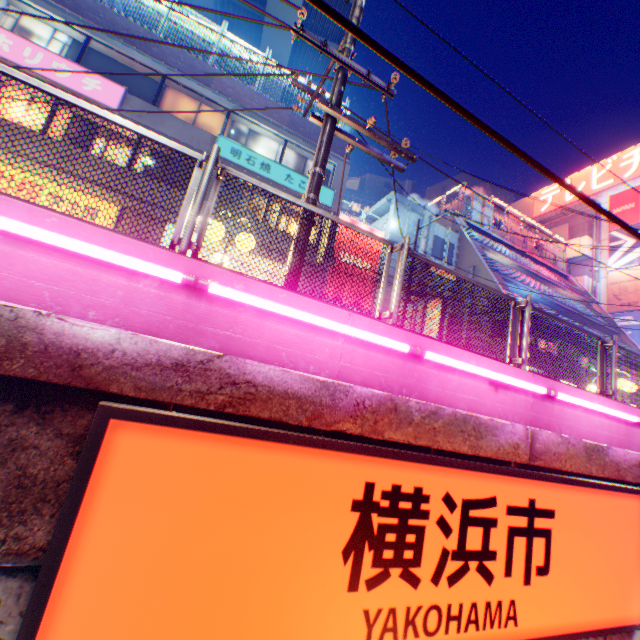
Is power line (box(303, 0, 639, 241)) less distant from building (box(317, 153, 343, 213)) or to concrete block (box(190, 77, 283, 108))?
building (box(317, 153, 343, 213))

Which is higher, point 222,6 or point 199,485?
point 222,6

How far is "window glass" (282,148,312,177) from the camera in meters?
15.8

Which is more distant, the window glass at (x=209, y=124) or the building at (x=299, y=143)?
the building at (x=299, y=143)

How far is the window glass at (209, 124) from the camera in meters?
14.0 m

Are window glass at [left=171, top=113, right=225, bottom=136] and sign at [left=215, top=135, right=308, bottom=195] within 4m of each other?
yes

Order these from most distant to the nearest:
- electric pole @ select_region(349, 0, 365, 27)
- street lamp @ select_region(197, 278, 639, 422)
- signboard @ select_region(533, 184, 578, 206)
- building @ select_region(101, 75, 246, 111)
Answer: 1. signboard @ select_region(533, 184, 578, 206)
2. building @ select_region(101, 75, 246, 111)
3. electric pole @ select_region(349, 0, 365, 27)
4. street lamp @ select_region(197, 278, 639, 422)

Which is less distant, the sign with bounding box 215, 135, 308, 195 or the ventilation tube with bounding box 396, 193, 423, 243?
the sign with bounding box 215, 135, 308, 195
